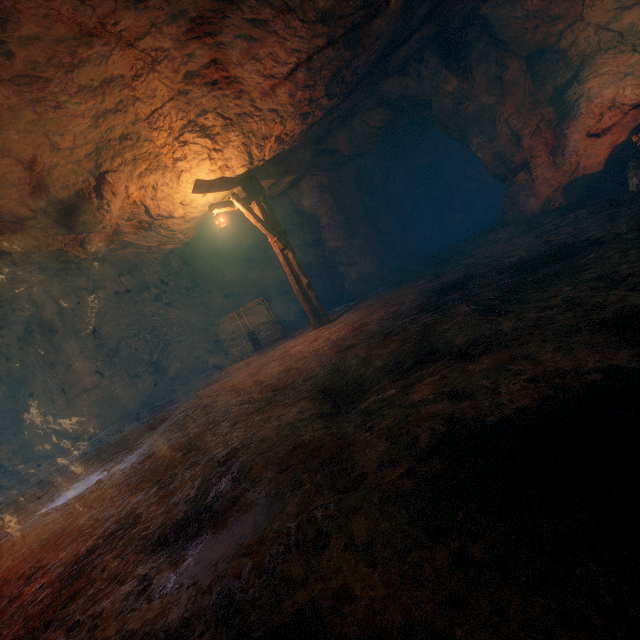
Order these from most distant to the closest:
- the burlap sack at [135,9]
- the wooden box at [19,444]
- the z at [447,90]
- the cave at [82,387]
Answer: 1. the wooden box at [19,444]
2. the cave at [82,387]
3. the z at [447,90]
4. the burlap sack at [135,9]

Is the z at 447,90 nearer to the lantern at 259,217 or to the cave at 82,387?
the lantern at 259,217

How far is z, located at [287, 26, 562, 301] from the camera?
8.31m

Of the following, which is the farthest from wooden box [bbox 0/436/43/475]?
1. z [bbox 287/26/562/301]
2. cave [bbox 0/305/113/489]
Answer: z [bbox 287/26/562/301]

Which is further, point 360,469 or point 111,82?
point 111,82

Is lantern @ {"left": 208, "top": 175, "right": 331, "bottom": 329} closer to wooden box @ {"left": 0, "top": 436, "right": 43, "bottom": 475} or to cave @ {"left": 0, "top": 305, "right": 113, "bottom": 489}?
cave @ {"left": 0, "top": 305, "right": 113, "bottom": 489}

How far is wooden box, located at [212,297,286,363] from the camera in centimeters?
1178cm

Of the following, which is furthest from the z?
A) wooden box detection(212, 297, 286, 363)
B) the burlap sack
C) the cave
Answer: the cave
